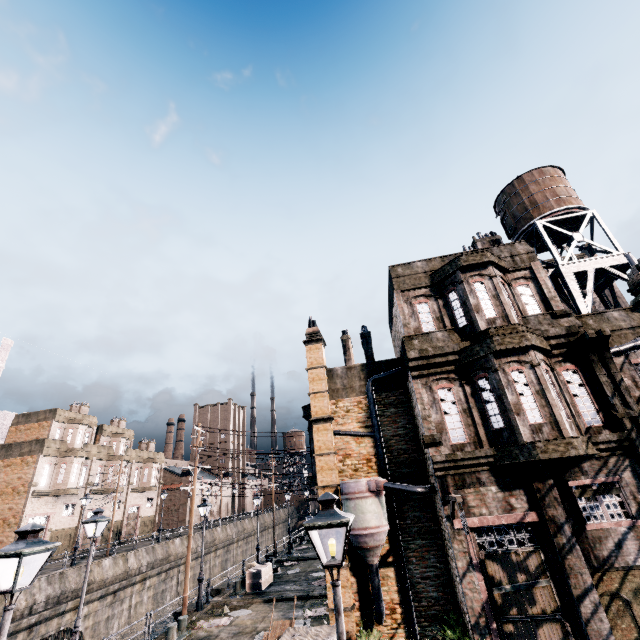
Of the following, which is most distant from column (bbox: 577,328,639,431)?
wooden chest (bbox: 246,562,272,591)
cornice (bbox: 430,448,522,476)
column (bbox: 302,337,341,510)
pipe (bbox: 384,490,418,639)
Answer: wooden chest (bbox: 246,562,272,591)

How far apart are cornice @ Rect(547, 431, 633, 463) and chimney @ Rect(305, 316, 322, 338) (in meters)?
12.01

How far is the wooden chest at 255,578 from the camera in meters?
22.6 m

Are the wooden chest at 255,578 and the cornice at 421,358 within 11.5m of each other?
no

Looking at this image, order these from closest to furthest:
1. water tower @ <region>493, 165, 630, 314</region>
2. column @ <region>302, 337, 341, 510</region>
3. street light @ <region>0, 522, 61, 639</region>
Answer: street light @ <region>0, 522, 61, 639</region> → column @ <region>302, 337, 341, 510</region> → water tower @ <region>493, 165, 630, 314</region>

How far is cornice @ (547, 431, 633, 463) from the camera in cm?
1179

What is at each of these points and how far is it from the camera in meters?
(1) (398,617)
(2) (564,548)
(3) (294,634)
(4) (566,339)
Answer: (1) building, 13.3
(2) column, 10.8
(3) wooden chest, 12.4
(4) cornice, 13.7

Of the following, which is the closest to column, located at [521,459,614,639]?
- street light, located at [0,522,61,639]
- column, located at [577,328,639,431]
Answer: column, located at [577,328,639,431]
